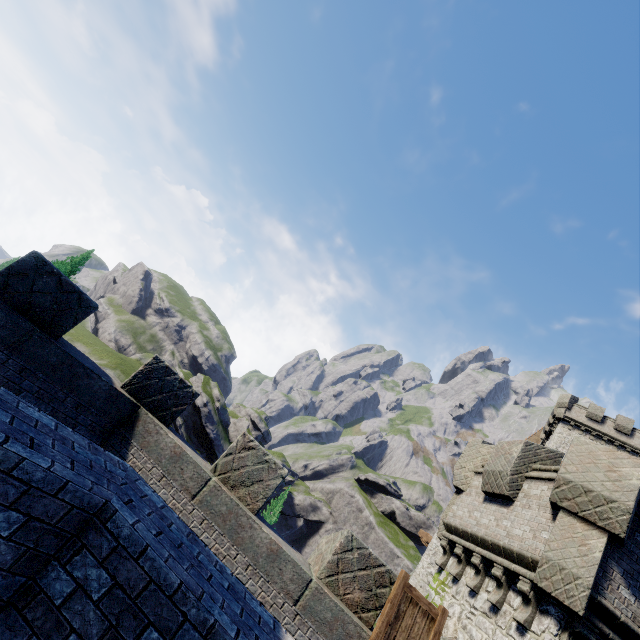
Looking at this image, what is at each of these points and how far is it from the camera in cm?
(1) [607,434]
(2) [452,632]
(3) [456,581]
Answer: (1) building, 3488
(2) window slit, 855
(3) building tower, 983

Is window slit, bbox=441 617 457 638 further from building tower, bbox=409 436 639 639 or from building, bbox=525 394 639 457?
building, bbox=525 394 639 457

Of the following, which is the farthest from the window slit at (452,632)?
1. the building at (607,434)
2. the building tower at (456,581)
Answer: the building at (607,434)

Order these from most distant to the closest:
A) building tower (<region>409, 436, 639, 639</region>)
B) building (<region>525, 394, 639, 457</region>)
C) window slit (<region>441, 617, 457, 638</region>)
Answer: building (<region>525, 394, 639, 457</region>) → window slit (<region>441, 617, 457, 638</region>) → building tower (<region>409, 436, 639, 639</region>)

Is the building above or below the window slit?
above
